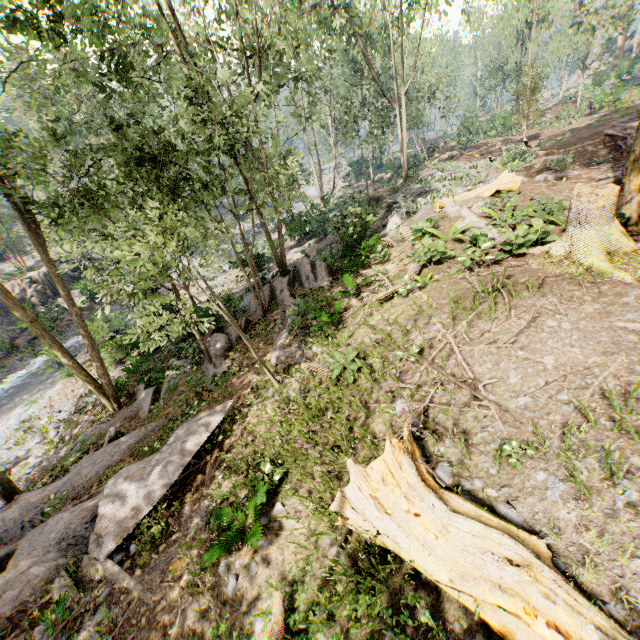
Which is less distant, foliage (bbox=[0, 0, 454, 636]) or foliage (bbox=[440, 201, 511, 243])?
foliage (bbox=[0, 0, 454, 636])

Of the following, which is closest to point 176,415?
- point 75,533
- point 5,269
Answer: point 75,533

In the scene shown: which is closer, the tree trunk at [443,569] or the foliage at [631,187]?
the tree trunk at [443,569]

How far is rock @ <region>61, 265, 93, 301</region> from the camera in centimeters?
3012cm

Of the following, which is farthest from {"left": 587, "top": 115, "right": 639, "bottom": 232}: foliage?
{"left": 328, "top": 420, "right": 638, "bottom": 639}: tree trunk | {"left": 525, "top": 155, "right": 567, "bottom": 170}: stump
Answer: {"left": 328, "top": 420, "right": 638, "bottom": 639}: tree trunk

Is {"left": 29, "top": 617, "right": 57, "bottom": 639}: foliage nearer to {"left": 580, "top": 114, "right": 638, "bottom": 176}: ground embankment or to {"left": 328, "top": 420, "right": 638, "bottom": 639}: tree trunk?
{"left": 580, "top": 114, "right": 638, "bottom": 176}: ground embankment

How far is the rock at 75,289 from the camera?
30.12m
